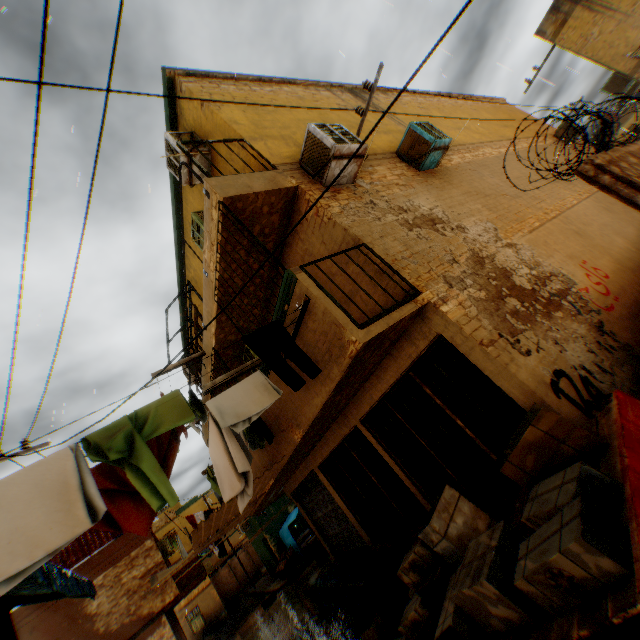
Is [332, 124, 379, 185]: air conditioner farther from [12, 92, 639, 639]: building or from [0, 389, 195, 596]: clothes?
[0, 389, 195, 596]: clothes

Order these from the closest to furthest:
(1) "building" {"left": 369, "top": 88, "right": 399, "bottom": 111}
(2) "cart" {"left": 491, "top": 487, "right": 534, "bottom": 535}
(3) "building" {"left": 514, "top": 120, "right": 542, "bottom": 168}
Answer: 1. (2) "cart" {"left": 491, "top": 487, "right": 534, "bottom": 535}
2. (1) "building" {"left": 369, "top": 88, "right": 399, "bottom": 111}
3. (3) "building" {"left": 514, "top": 120, "right": 542, "bottom": 168}

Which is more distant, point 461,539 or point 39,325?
point 39,325

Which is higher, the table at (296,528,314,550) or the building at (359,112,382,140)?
the building at (359,112,382,140)

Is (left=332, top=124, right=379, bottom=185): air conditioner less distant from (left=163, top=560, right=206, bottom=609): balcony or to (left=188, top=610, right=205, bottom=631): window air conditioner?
(left=163, top=560, right=206, bottom=609): balcony

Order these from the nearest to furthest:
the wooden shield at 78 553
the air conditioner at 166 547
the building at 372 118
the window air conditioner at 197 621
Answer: the building at 372 118
the wooden shield at 78 553
the air conditioner at 166 547
the window air conditioner at 197 621

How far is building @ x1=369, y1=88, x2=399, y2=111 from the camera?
10.07m

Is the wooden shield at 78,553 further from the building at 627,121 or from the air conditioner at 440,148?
the air conditioner at 440,148
